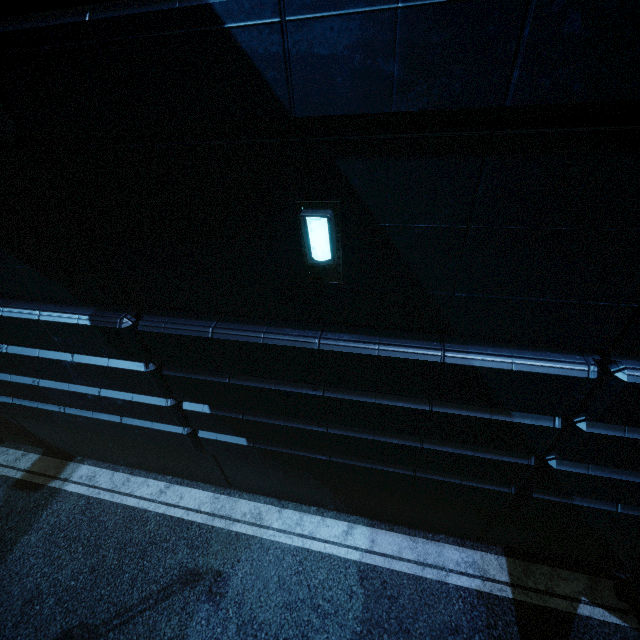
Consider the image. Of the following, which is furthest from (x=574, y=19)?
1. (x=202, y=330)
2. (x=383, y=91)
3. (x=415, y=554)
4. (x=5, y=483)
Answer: (x=5, y=483)
